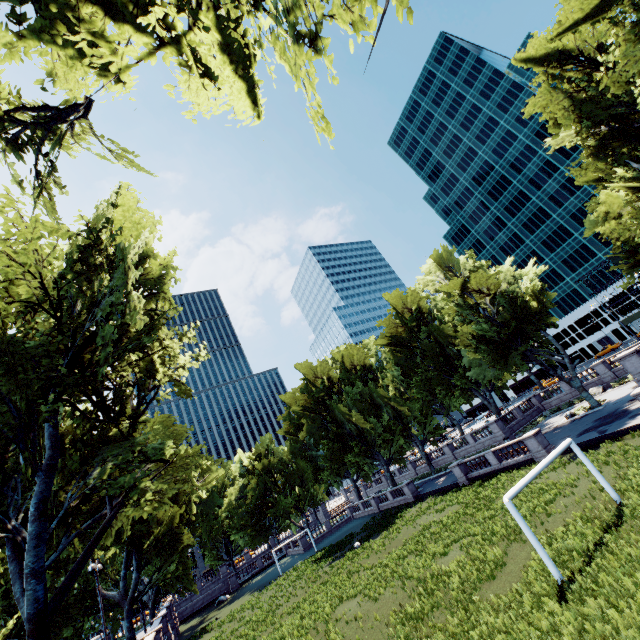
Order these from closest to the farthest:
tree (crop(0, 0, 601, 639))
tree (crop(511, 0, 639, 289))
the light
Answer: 1. tree (crop(0, 0, 601, 639))
2. tree (crop(511, 0, 639, 289))
3. the light

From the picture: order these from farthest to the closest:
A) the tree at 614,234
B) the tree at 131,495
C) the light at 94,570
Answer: the light at 94,570, the tree at 614,234, the tree at 131,495

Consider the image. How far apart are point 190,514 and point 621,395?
45.9m

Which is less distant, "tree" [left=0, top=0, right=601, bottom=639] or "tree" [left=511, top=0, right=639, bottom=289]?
Result: "tree" [left=0, top=0, right=601, bottom=639]

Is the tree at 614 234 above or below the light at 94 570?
above

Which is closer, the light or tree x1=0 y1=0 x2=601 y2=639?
tree x1=0 y1=0 x2=601 y2=639

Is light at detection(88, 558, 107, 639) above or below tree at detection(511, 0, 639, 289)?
below
